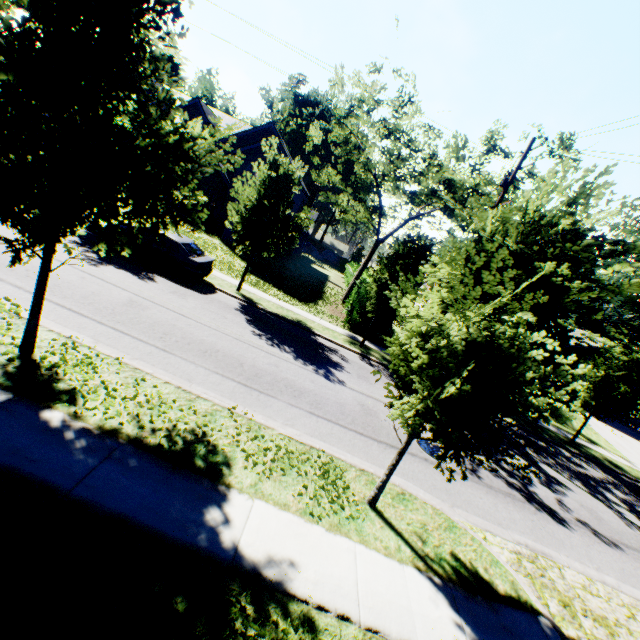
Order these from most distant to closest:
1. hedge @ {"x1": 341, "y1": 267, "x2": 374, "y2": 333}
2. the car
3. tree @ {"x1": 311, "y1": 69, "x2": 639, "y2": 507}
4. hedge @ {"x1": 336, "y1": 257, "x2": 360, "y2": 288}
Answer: hedge @ {"x1": 336, "y1": 257, "x2": 360, "y2": 288} < hedge @ {"x1": 341, "y1": 267, "x2": 374, "y2": 333} < the car < tree @ {"x1": 311, "y1": 69, "x2": 639, "y2": 507}

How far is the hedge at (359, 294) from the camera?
19.4 meters

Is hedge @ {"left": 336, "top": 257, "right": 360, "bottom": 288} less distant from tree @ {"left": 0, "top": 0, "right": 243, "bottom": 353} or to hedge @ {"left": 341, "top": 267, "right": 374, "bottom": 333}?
hedge @ {"left": 341, "top": 267, "right": 374, "bottom": 333}

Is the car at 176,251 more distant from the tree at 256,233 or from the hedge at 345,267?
the hedge at 345,267

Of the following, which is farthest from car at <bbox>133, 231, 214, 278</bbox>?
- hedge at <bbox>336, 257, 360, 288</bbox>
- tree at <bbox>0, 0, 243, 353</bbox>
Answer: hedge at <bbox>336, 257, 360, 288</bbox>

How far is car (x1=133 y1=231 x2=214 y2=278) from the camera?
14.2m

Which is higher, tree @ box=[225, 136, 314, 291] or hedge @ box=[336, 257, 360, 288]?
tree @ box=[225, 136, 314, 291]

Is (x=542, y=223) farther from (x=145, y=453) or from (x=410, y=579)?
(x=145, y=453)
